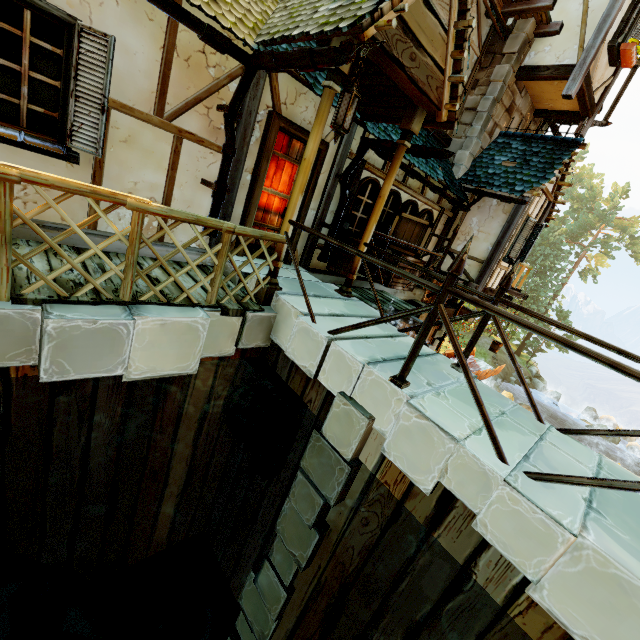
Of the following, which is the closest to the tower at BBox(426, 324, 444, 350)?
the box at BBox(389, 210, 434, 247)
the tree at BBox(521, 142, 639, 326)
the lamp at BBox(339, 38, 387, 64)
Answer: the box at BBox(389, 210, 434, 247)

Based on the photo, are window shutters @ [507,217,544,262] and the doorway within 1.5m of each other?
no

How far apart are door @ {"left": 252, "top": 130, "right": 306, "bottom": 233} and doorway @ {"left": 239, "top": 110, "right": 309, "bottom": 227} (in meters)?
0.00

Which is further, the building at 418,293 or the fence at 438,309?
the building at 418,293

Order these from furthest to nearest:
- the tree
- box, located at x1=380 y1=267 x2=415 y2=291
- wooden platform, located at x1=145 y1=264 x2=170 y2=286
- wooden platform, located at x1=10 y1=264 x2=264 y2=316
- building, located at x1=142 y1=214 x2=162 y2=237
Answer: the tree
box, located at x1=380 y1=267 x2=415 y2=291
building, located at x1=142 y1=214 x2=162 y2=237
wooden platform, located at x1=145 y1=264 x2=170 y2=286
wooden platform, located at x1=10 y1=264 x2=264 y2=316

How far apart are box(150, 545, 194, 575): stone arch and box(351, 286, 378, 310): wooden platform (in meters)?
6.03

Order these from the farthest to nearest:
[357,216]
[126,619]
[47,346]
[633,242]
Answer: [633,242] → [357,216] → [126,619] → [47,346]

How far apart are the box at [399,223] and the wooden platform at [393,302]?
0.33m
